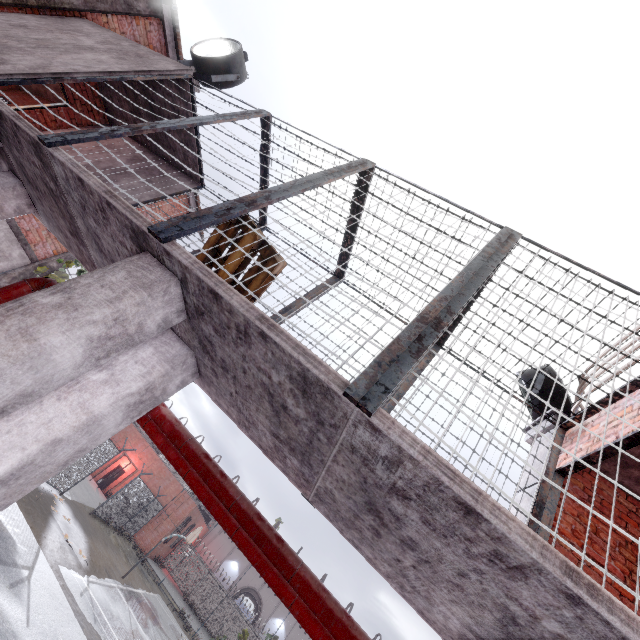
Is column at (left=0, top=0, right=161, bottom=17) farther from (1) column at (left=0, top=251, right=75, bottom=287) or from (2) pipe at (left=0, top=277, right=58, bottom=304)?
(1) column at (left=0, top=251, right=75, bottom=287)

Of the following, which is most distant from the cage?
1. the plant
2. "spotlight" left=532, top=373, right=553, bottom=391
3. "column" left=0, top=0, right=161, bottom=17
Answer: the plant

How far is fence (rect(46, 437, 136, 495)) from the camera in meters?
14.7

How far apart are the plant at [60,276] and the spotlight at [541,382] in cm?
1184

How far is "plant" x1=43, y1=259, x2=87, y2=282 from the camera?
9.6 meters

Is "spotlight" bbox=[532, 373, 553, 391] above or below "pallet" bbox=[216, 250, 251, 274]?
above

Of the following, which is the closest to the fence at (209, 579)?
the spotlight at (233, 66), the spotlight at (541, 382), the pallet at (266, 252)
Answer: the spotlight at (541, 382)

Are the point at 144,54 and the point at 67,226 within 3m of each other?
no
